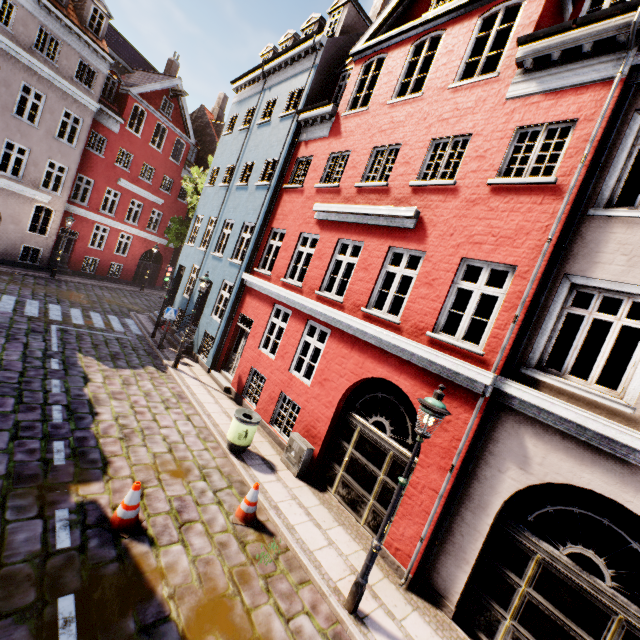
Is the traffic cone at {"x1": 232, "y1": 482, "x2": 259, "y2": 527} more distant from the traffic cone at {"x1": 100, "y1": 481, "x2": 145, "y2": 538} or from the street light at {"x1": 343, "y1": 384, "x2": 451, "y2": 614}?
the street light at {"x1": 343, "y1": 384, "x2": 451, "y2": 614}

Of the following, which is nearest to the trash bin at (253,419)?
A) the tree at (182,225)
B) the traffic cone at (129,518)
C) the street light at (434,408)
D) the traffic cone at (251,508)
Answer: the traffic cone at (251,508)

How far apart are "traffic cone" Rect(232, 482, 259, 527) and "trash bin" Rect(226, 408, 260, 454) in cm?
169

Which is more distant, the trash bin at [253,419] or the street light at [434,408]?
the trash bin at [253,419]

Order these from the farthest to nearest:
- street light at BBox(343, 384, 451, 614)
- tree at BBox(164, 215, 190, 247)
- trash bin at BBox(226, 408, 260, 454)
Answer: tree at BBox(164, 215, 190, 247)
trash bin at BBox(226, 408, 260, 454)
street light at BBox(343, 384, 451, 614)

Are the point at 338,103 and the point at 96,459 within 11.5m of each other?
no

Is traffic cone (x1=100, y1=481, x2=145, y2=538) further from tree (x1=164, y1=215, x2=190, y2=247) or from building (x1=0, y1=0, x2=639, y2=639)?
tree (x1=164, y1=215, x2=190, y2=247)

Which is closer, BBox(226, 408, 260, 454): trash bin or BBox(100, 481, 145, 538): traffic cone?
BBox(100, 481, 145, 538): traffic cone
